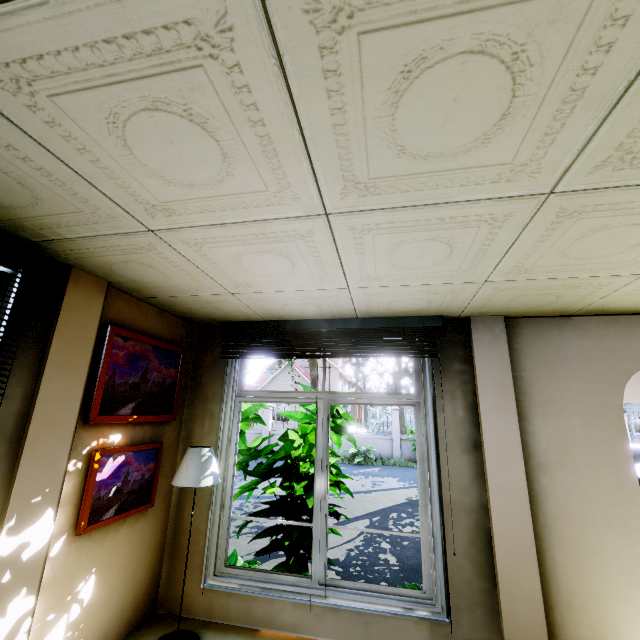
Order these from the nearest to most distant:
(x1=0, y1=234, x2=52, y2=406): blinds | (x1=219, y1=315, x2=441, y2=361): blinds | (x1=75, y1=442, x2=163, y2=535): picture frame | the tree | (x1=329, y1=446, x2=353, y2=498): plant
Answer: (x1=0, y1=234, x2=52, y2=406): blinds, (x1=75, y1=442, x2=163, y2=535): picture frame, (x1=219, y1=315, x2=441, y2=361): blinds, (x1=329, y1=446, x2=353, y2=498): plant, the tree

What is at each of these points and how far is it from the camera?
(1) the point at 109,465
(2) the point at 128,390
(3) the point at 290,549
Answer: (1) picture frame, 2.52m
(2) picture frame, 2.72m
(3) plant, 3.43m

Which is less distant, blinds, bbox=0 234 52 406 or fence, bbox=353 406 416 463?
blinds, bbox=0 234 52 406

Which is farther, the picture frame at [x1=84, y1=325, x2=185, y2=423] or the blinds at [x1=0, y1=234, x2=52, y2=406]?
the picture frame at [x1=84, y1=325, x2=185, y2=423]

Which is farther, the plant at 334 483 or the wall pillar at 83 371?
the plant at 334 483

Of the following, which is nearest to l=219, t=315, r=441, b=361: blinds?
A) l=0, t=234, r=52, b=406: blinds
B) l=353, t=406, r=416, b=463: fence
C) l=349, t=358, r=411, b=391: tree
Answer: l=0, t=234, r=52, b=406: blinds

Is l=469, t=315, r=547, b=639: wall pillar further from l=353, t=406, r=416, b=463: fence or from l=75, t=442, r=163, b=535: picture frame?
l=353, t=406, r=416, b=463: fence

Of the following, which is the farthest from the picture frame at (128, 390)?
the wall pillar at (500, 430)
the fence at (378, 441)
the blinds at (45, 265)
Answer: the fence at (378, 441)
